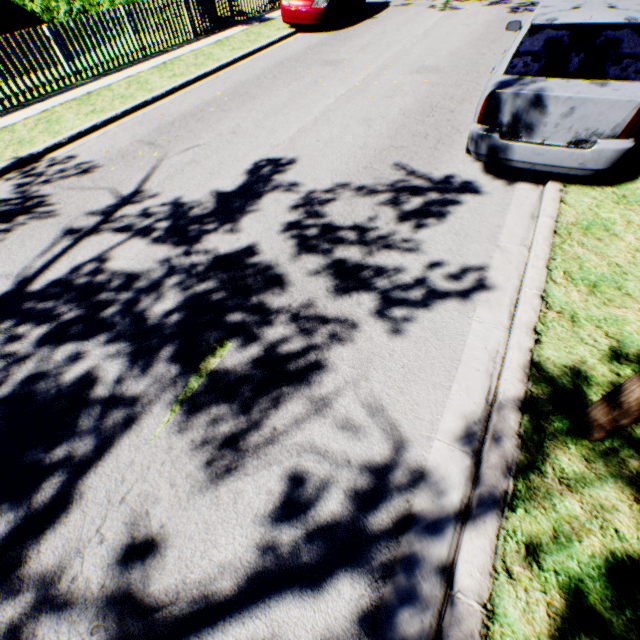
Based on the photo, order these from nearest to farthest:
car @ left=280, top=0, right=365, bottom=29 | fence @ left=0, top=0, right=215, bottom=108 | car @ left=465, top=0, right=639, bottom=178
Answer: car @ left=465, top=0, right=639, bottom=178 < fence @ left=0, top=0, right=215, bottom=108 < car @ left=280, top=0, right=365, bottom=29

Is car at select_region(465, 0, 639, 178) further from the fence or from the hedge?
the hedge

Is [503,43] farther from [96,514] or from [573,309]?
[96,514]

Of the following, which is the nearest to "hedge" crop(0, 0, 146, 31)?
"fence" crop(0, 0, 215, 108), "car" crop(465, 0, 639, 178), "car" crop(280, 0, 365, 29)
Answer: "fence" crop(0, 0, 215, 108)

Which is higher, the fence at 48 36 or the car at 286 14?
the fence at 48 36

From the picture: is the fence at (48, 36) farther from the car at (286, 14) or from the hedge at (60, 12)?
the car at (286, 14)

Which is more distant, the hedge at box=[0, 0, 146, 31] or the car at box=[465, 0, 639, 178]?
the hedge at box=[0, 0, 146, 31]
